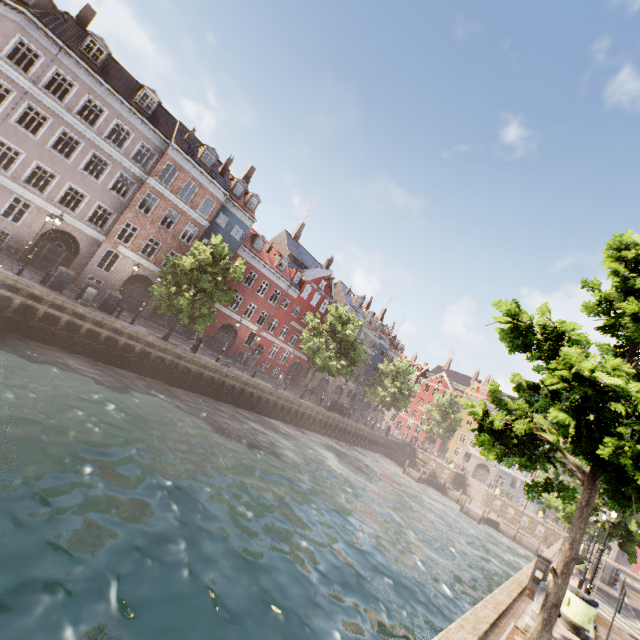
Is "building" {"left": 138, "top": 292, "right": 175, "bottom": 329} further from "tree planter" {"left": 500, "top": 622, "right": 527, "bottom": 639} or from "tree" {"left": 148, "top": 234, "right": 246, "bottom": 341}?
"tree planter" {"left": 500, "top": 622, "right": 527, "bottom": 639}

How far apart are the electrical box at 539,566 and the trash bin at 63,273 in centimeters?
2491cm

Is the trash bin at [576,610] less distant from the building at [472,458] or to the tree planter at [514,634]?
the tree planter at [514,634]

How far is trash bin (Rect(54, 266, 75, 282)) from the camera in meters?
18.3

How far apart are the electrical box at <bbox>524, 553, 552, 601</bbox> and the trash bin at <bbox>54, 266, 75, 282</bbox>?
24.9m

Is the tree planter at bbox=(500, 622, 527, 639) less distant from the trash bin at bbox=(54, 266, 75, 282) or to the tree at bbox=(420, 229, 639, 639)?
the tree at bbox=(420, 229, 639, 639)

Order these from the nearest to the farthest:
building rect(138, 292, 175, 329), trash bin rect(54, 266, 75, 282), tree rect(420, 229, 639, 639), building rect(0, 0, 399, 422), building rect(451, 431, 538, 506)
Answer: tree rect(420, 229, 639, 639), trash bin rect(54, 266, 75, 282), building rect(0, 0, 399, 422), building rect(138, 292, 175, 329), building rect(451, 431, 538, 506)

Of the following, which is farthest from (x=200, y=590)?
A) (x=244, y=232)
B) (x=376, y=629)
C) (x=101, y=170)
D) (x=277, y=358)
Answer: (x=101, y=170)
